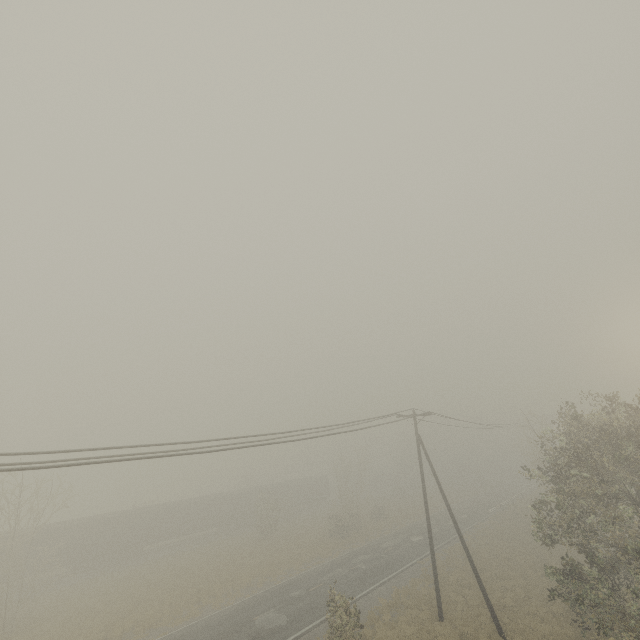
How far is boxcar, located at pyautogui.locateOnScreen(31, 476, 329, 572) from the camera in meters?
32.5

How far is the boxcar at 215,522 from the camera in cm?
3253

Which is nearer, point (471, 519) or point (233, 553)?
point (233, 553)
